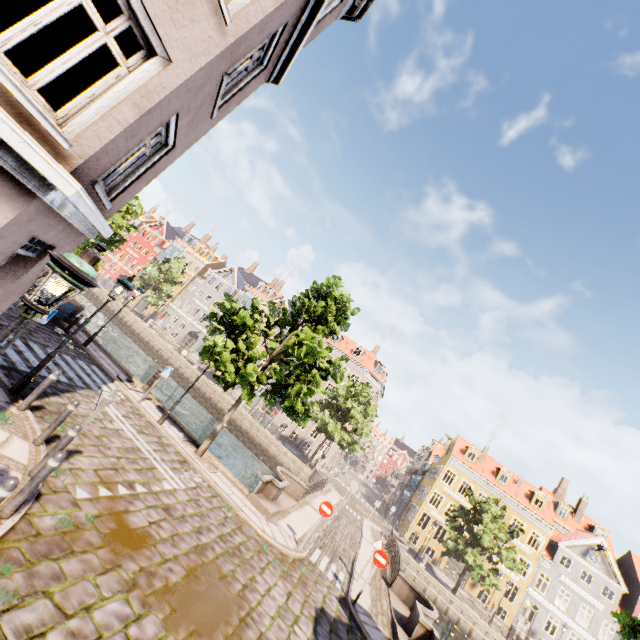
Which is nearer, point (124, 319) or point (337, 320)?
point (337, 320)

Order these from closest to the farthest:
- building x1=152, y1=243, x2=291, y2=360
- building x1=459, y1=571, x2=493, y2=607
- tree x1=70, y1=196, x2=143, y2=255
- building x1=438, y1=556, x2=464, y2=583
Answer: tree x1=70, y1=196, x2=143, y2=255, building x1=459, y1=571, x2=493, y2=607, building x1=438, y1=556, x2=464, y2=583, building x1=152, y1=243, x2=291, y2=360

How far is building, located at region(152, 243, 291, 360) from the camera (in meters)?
51.47

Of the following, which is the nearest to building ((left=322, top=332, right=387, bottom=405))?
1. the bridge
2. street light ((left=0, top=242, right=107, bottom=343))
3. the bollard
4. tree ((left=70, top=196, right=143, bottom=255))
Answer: tree ((left=70, top=196, right=143, bottom=255))

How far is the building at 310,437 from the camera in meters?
41.8

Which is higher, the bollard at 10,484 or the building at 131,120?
the building at 131,120

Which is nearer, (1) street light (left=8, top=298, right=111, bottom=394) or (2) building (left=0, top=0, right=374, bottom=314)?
(2) building (left=0, top=0, right=374, bottom=314)
